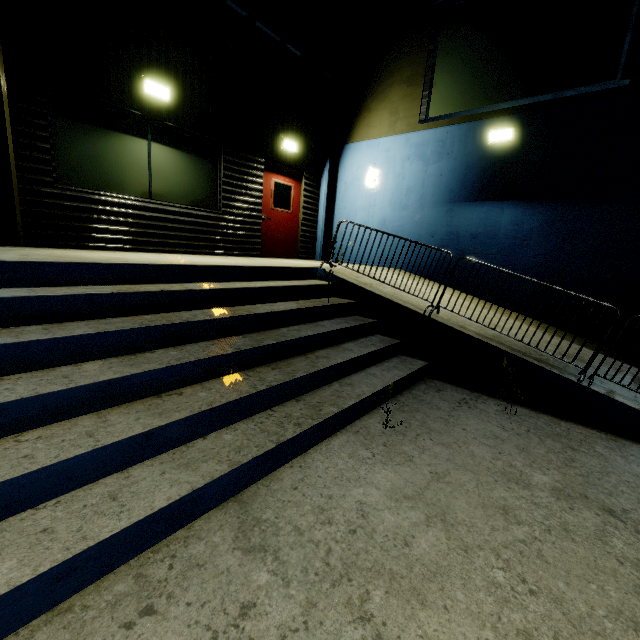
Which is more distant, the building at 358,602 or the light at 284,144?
the light at 284,144

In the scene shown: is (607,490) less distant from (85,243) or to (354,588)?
(354,588)

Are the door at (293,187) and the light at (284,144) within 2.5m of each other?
yes

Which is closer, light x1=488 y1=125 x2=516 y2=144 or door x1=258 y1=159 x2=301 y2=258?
light x1=488 y1=125 x2=516 y2=144

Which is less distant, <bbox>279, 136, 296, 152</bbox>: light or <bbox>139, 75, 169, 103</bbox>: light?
<bbox>139, 75, 169, 103</bbox>: light

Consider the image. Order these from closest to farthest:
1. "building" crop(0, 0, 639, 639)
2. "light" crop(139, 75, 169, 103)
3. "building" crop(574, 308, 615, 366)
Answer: "building" crop(0, 0, 639, 639)
"building" crop(574, 308, 615, 366)
"light" crop(139, 75, 169, 103)

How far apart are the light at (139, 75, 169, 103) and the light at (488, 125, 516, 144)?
6.50m

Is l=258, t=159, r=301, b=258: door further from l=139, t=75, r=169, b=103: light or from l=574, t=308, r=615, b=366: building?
l=139, t=75, r=169, b=103: light
